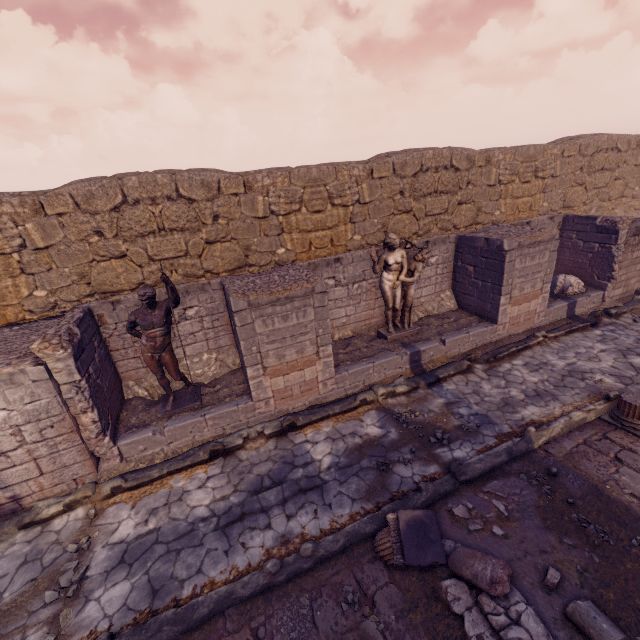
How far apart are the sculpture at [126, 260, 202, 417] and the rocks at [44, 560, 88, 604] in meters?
2.6 m

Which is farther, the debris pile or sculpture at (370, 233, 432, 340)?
sculpture at (370, 233, 432, 340)

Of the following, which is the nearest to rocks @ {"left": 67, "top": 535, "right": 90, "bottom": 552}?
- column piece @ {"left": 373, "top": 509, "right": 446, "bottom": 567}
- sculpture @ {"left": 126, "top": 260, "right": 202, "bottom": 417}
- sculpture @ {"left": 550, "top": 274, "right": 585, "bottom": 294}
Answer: sculpture @ {"left": 126, "top": 260, "right": 202, "bottom": 417}

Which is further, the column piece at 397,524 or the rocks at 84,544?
the rocks at 84,544

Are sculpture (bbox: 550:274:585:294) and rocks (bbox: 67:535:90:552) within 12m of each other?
no

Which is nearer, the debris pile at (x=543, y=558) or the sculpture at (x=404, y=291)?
the debris pile at (x=543, y=558)

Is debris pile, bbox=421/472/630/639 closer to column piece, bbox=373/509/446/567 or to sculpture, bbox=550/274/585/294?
column piece, bbox=373/509/446/567

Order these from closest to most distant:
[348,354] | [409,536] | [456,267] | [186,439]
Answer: [409,536], [186,439], [348,354], [456,267]
